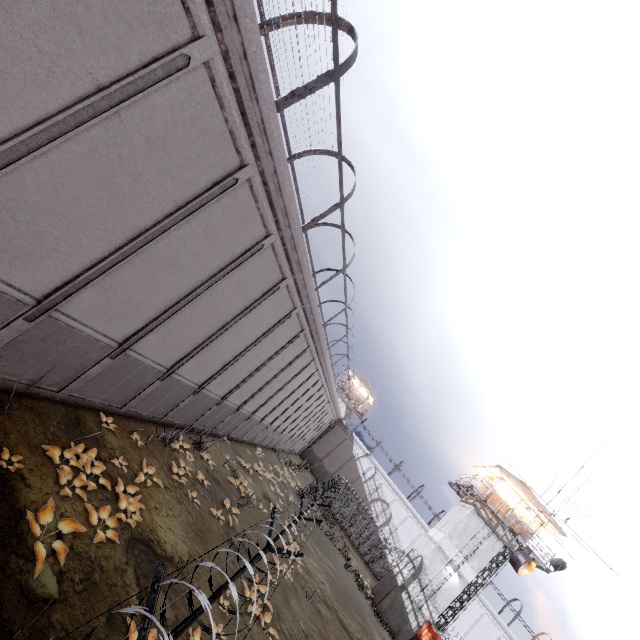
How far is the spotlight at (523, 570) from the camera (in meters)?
14.78

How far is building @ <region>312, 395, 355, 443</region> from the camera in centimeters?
4800cm

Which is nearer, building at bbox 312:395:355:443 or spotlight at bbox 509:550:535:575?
spotlight at bbox 509:550:535:575

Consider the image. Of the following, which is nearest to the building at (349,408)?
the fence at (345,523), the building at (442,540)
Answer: the fence at (345,523)

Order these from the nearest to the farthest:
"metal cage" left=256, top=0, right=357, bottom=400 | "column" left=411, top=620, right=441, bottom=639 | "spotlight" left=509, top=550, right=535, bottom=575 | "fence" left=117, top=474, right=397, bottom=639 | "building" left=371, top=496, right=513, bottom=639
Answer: "fence" left=117, top=474, right=397, bottom=639
"metal cage" left=256, top=0, right=357, bottom=400
"column" left=411, top=620, right=441, bottom=639
"spotlight" left=509, top=550, right=535, bottom=575
"building" left=371, top=496, right=513, bottom=639

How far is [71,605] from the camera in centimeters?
543cm

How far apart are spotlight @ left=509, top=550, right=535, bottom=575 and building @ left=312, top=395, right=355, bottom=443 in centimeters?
3368cm

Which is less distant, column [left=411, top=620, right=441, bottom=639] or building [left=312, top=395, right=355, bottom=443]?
column [left=411, top=620, right=441, bottom=639]
